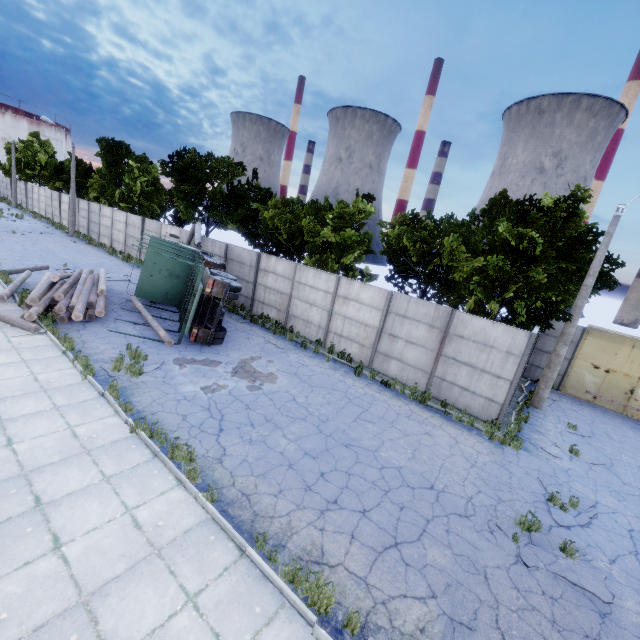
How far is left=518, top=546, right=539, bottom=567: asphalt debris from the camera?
6.40m

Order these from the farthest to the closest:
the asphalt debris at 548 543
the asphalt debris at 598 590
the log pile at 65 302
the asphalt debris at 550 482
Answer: the log pile at 65 302 < the asphalt debris at 550 482 < the asphalt debris at 548 543 < the asphalt debris at 598 590

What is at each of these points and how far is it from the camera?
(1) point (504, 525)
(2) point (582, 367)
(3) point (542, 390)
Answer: (1) asphalt debris, 7.3m
(2) door, 17.0m
(3) lamp post, 14.3m

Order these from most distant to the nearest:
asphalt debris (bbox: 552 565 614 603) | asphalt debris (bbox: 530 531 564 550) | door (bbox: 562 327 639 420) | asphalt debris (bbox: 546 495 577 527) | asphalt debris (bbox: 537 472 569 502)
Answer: door (bbox: 562 327 639 420) → asphalt debris (bbox: 537 472 569 502) → asphalt debris (bbox: 546 495 577 527) → asphalt debris (bbox: 530 531 564 550) → asphalt debris (bbox: 552 565 614 603)

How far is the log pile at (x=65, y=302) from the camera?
12.0 meters

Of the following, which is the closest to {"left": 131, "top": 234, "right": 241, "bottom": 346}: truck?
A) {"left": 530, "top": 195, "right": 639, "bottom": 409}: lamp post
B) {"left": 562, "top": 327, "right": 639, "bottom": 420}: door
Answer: {"left": 530, "top": 195, "right": 639, "bottom": 409}: lamp post

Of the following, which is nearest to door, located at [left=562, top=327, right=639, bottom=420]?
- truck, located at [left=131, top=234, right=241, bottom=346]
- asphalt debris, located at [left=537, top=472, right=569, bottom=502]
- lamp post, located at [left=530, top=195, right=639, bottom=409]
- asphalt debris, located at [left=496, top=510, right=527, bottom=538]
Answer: lamp post, located at [left=530, top=195, right=639, bottom=409]
